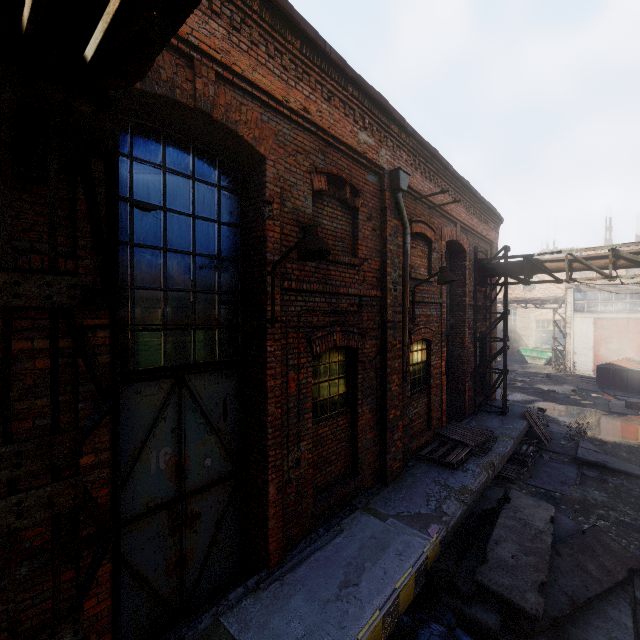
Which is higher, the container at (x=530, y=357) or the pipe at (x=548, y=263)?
the pipe at (x=548, y=263)

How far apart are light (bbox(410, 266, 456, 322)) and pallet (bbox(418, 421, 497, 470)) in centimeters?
319cm

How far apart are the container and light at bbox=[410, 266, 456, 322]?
27.36m

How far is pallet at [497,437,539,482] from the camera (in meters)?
8.66

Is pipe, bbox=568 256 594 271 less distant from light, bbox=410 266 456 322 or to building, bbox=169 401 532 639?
building, bbox=169 401 532 639

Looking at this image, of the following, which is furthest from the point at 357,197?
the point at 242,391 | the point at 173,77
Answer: the point at 242,391

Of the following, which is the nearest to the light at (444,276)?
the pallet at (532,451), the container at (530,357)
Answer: the pallet at (532,451)

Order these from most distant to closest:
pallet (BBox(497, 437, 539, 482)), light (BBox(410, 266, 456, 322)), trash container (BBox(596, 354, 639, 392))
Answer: trash container (BBox(596, 354, 639, 392)) → pallet (BBox(497, 437, 539, 482)) → light (BBox(410, 266, 456, 322))
